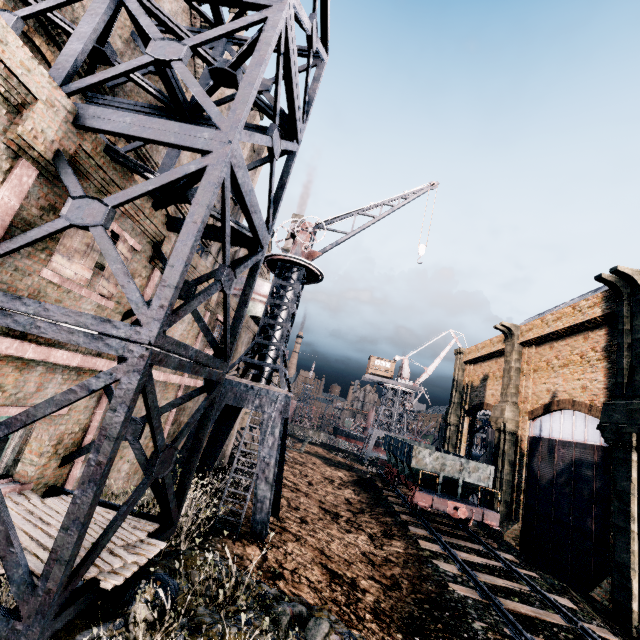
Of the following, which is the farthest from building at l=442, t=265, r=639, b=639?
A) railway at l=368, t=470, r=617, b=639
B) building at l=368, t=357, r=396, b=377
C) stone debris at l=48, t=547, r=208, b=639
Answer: building at l=368, t=357, r=396, b=377

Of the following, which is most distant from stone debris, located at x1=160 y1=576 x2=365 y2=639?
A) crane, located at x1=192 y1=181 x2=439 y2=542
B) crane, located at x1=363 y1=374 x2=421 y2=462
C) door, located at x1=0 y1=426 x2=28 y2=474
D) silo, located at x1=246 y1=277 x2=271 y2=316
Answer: crane, located at x1=363 y1=374 x2=421 y2=462

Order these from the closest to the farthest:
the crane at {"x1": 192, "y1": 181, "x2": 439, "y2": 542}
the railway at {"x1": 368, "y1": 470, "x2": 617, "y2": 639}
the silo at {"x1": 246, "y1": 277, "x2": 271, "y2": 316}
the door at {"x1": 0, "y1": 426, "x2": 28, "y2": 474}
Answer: the railway at {"x1": 368, "y1": 470, "x2": 617, "y2": 639} → the door at {"x1": 0, "y1": 426, "x2": 28, "y2": 474} → the crane at {"x1": 192, "y1": 181, "x2": 439, "y2": 542} → the silo at {"x1": 246, "y1": 277, "x2": 271, "y2": 316}

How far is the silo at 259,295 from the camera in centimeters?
2434cm

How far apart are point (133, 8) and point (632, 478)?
25.3 meters

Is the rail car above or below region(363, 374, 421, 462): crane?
below

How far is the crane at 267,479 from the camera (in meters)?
11.84

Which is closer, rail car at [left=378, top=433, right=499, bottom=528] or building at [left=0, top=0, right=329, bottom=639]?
building at [left=0, top=0, right=329, bottom=639]
